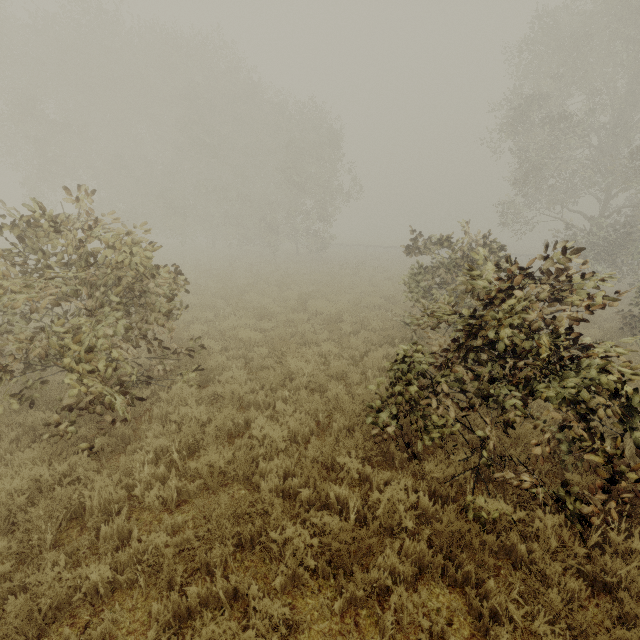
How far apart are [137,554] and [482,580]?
3.8m

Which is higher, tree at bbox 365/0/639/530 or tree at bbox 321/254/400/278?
tree at bbox 365/0/639/530

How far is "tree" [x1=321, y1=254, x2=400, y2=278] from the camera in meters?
20.7 m

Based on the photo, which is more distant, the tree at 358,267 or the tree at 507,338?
the tree at 358,267

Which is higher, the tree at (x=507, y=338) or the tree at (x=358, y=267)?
the tree at (x=507, y=338)

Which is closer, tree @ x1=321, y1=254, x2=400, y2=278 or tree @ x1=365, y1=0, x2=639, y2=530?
tree @ x1=365, y1=0, x2=639, y2=530
